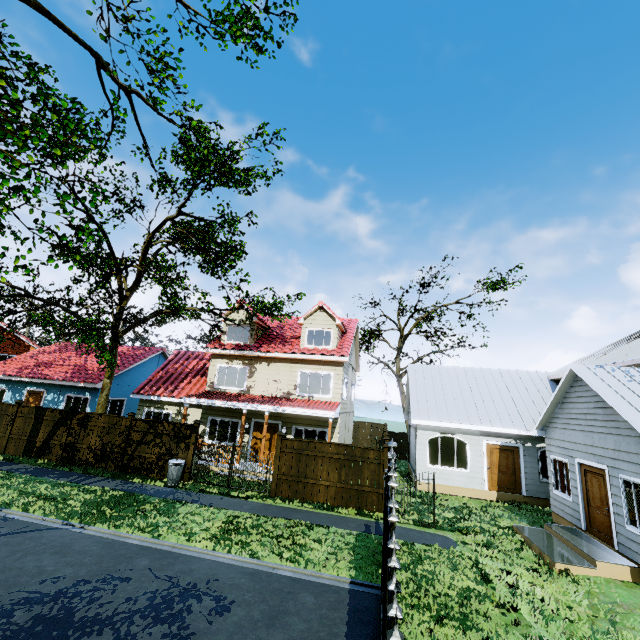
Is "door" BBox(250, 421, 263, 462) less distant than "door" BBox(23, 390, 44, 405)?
Yes

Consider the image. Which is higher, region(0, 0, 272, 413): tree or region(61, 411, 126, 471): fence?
region(0, 0, 272, 413): tree

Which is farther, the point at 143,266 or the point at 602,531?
the point at 143,266

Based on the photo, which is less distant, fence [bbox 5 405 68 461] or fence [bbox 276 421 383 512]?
fence [bbox 276 421 383 512]

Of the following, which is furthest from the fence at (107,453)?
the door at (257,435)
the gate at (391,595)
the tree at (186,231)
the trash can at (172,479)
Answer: the gate at (391,595)

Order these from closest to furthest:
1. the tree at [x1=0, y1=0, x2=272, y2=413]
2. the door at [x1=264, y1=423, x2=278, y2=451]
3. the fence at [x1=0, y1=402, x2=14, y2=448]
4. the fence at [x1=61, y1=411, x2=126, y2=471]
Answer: the tree at [x1=0, y1=0, x2=272, y2=413], the fence at [x1=61, y1=411, x2=126, y2=471], the fence at [x1=0, y1=402, x2=14, y2=448], the door at [x1=264, y1=423, x2=278, y2=451]

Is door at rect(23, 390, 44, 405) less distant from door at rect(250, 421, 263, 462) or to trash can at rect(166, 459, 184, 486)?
trash can at rect(166, 459, 184, 486)

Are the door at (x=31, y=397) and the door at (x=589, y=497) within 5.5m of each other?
no
